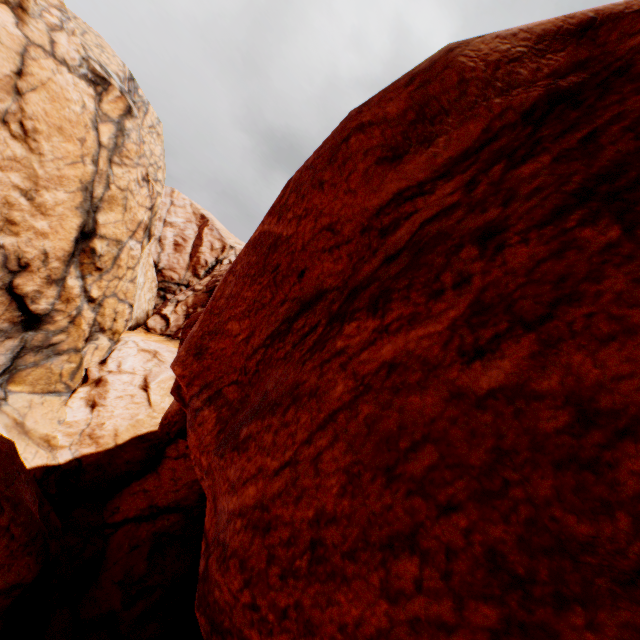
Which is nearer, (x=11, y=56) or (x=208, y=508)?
(x=208, y=508)
